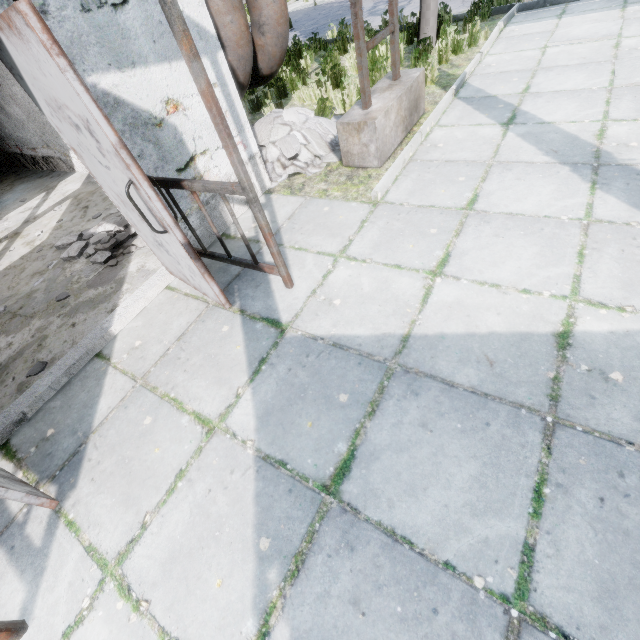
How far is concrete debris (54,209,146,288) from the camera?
4.1m

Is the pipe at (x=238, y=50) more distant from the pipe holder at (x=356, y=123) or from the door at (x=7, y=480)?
the door at (x=7, y=480)

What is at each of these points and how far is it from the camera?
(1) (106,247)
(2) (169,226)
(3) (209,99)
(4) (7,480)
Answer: (1) concrete debris, 4.24m
(2) door, 2.38m
(3) awning, 1.97m
(4) door, 2.17m

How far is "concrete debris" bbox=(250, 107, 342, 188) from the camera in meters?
4.8

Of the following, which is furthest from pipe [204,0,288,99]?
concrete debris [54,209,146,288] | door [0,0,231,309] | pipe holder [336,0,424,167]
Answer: door [0,0,231,309]

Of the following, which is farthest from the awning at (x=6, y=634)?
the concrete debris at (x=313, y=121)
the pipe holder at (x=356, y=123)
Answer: the pipe holder at (x=356, y=123)

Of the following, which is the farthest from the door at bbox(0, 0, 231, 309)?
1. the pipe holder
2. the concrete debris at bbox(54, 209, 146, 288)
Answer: the pipe holder

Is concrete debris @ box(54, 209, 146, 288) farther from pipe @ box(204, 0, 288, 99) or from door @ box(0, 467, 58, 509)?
door @ box(0, 467, 58, 509)
